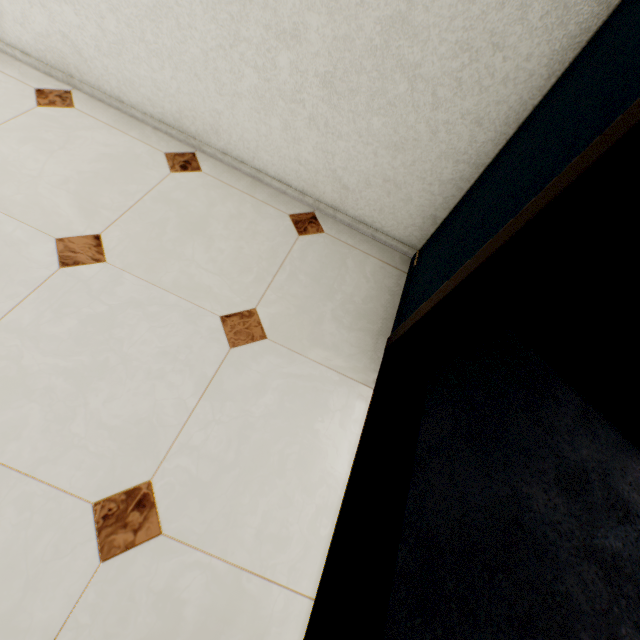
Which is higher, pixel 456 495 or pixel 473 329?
pixel 473 329

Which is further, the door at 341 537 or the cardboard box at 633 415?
the cardboard box at 633 415

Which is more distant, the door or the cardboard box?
→ the cardboard box
